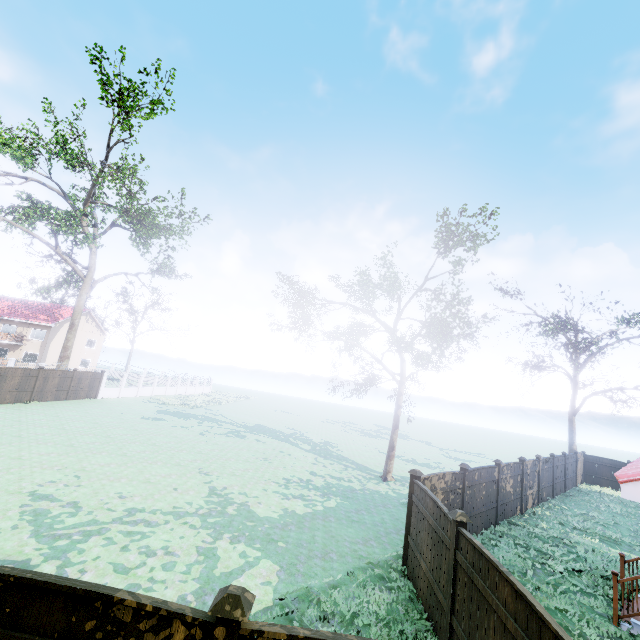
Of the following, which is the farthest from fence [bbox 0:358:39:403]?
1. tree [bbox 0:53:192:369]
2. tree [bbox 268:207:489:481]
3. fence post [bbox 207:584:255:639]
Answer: tree [bbox 268:207:489:481]

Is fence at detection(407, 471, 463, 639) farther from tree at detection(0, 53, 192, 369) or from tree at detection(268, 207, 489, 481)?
tree at detection(268, 207, 489, 481)

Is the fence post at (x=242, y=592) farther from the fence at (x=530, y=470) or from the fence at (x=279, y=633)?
the fence at (x=530, y=470)

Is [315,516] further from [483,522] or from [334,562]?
[483,522]

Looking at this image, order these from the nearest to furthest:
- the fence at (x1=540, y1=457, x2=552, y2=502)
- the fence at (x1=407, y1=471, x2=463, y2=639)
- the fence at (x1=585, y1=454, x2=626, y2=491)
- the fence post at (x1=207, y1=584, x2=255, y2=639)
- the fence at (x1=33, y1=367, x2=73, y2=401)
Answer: the fence post at (x1=207, y1=584, x2=255, y2=639)
the fence at (x1=407, y1=471, x2=463, y2=639)
the fence at (x1=540, y1=457, x2=552, y2=502)
the fence at (x1=33, y1=367, x2=73, y2=401)
the fence at (x1=585, y1=454, x2=626, y2=491)

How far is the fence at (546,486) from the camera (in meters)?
17.77

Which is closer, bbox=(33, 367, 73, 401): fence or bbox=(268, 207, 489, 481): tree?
bbox=(268, 207, 489, 481): tree
